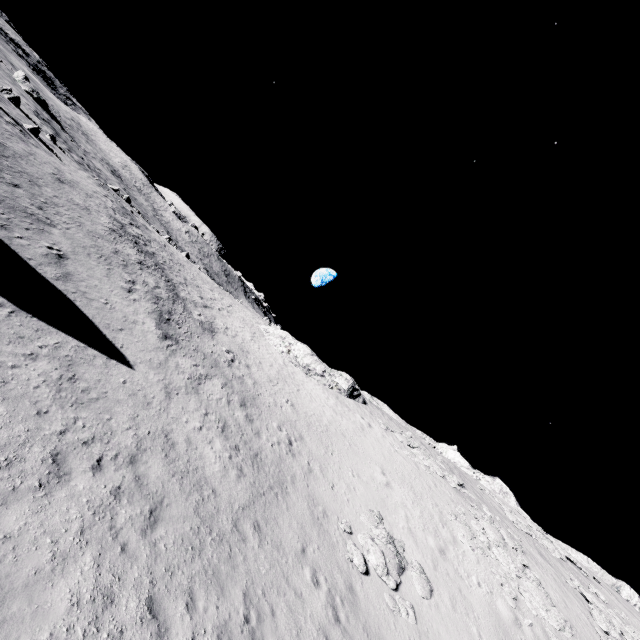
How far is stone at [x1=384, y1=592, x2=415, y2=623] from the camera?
13.0 meters

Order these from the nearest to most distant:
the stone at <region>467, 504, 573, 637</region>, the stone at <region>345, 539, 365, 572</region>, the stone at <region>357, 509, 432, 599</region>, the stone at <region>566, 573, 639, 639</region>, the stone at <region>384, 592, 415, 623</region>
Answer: the stone at <region>384, 592, 415, 623</region> < the stone at <region>345, 539, 365, 572</region> < the stone at <region>357, 509, 432, 599</region> < the stone at <region>467, 504, 573, 637</region> < the stone at <region>566, 573, 639, 639</region>

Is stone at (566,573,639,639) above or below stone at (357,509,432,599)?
above

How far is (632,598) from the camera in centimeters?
3575cm

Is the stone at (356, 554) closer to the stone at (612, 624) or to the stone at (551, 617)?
the stone at (551, 617)

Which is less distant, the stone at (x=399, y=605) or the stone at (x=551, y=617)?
the stone at (x=399, y=605)

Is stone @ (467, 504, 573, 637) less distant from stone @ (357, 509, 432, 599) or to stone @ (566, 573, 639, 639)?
stone @ (566, 573, 639, 639)
